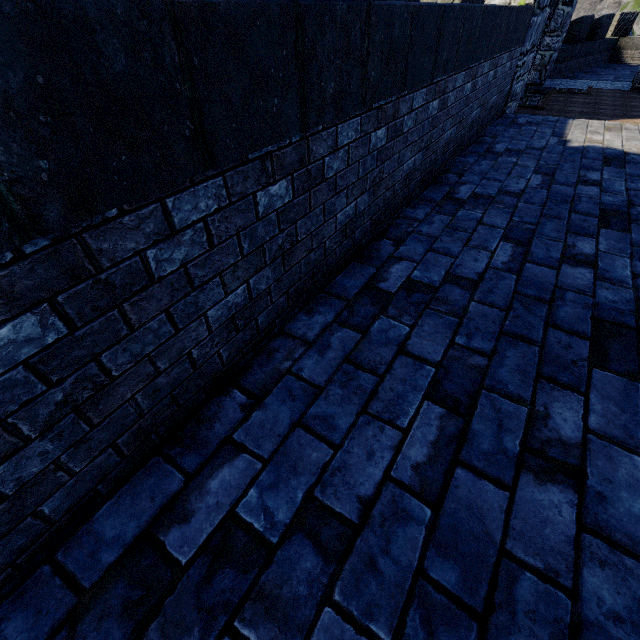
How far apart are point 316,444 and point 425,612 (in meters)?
0.78
